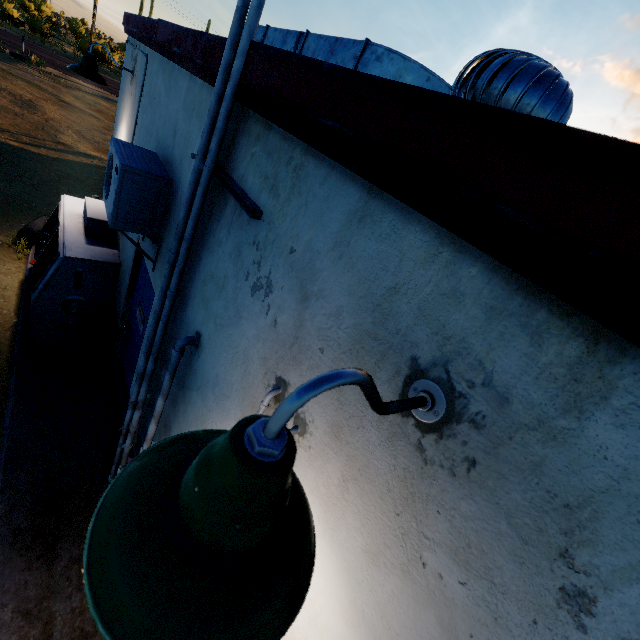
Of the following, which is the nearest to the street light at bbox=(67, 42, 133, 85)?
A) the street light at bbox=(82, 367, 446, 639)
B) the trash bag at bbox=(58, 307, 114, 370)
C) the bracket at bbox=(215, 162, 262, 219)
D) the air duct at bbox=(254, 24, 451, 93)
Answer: the air duct at bbox=(254, 24, 451, 93)

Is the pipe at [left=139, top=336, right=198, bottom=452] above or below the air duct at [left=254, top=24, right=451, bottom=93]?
below

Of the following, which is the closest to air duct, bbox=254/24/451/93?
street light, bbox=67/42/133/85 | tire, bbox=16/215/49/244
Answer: street light, bbox=67/42/133/85

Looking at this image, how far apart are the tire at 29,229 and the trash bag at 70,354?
2.5m

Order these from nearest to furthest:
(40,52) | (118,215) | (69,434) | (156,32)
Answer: (118,215) < (156,32) < (69,434) < (40,52)

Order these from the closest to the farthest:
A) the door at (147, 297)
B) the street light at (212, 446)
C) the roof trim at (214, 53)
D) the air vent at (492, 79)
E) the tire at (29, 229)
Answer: the street light at (212, 446) → the air vent at (492, 79) → the roof trim at (214, 53) → the door at (147, 297) → the tire at (29, 229)

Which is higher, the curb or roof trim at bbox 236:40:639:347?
roof trim at bbox 236:40:639:347

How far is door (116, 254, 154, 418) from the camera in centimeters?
355cm
